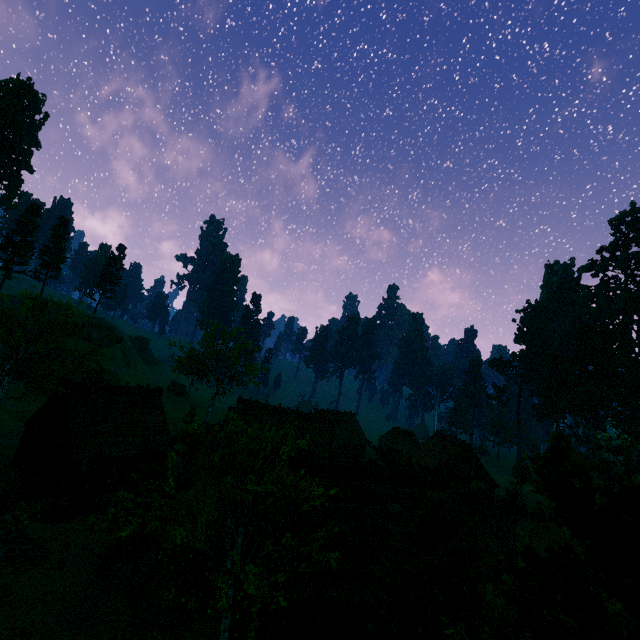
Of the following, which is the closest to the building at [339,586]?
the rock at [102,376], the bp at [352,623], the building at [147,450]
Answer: the bp at [352,623]

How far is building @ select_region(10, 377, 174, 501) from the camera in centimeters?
2356cm

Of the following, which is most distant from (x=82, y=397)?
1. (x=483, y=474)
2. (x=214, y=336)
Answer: (x=483, y=474)

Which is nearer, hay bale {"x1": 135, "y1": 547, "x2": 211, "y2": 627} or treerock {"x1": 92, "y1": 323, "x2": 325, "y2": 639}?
treerock {"x1": 92, "y1": 323, "x2": 325, "y2": 639}

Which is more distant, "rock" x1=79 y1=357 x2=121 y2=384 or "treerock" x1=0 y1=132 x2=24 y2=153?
"treerock" x1=0 y1=132 x2=24 y2=153

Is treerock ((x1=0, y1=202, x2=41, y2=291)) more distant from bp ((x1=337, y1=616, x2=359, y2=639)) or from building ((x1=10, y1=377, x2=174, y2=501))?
bp ((x1=337, y1=616, x2=359, y2=639))

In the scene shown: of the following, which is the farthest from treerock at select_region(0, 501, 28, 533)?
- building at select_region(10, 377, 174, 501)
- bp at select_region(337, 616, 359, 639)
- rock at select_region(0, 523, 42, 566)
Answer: bp at select_region(337, 616, 359, 639)

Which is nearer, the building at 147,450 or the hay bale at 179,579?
the hay bale at 179,579
